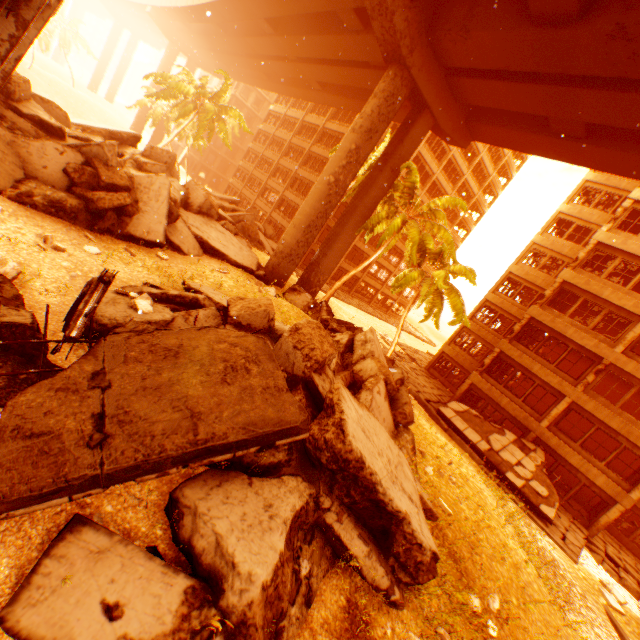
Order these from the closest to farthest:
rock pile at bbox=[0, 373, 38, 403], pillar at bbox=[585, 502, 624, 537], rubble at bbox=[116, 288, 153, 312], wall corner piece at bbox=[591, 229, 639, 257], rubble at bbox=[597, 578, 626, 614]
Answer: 1. rock pile at bbox=[0, 373, 38, 403]
2. rubble at bbox=[116, 288, 153, 312]
3. rubble at bbox=[597, 578, 626, 614]
4. pillar at bbox=[585, 502, 624, 537]
5. wall corner piece at bbox=[591, 229, 639, 257]

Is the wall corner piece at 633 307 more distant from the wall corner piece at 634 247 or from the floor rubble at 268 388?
the floor rubble at 268 388

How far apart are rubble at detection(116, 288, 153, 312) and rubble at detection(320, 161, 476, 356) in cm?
1475

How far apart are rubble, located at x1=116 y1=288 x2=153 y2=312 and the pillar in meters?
24.2 m

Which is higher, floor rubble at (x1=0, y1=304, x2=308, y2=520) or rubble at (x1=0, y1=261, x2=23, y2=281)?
floor rubble at (x1=0, y1=304, x2=308, y2=520)

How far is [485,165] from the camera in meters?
42.2 m

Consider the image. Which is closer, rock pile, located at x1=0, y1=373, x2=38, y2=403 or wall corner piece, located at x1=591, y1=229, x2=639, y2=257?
rock pile, located at x1=0, y1=373, x2=38, y2=403

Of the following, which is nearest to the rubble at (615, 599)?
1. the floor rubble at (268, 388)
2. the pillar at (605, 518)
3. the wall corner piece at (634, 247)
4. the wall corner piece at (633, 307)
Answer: the floor rubble at (268, 388)
